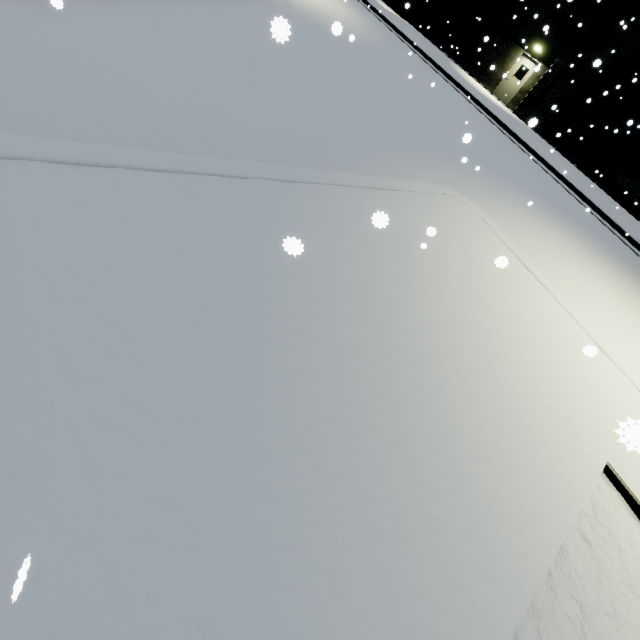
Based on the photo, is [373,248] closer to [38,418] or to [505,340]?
[505,340]
